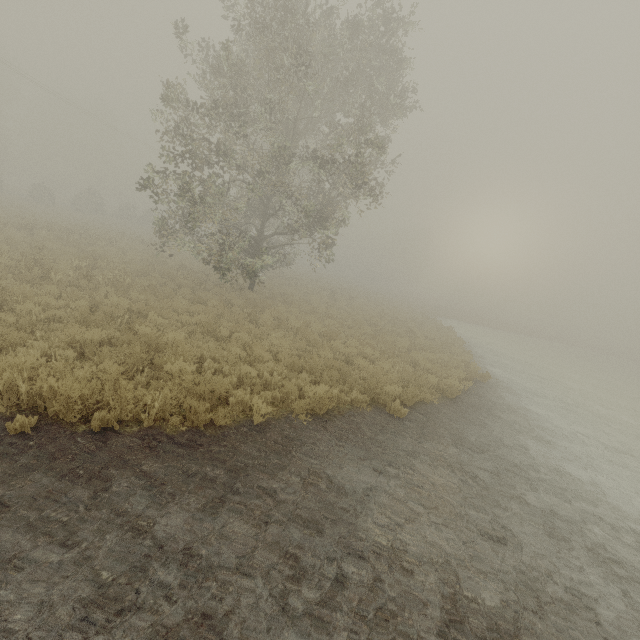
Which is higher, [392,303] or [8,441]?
[392,303]
